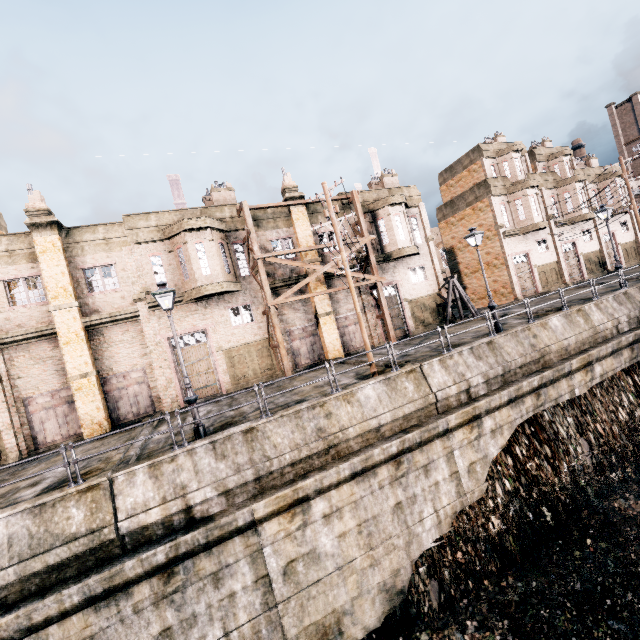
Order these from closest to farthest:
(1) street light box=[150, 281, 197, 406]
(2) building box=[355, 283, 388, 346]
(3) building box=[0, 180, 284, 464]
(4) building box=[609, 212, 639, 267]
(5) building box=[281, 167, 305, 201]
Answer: (1) street light box=[150, 281, 197, 406]
(3) building box=[0, 180, 284, 464]
(5) building box=[281, 167, 305, 201]
(2) building box=[355, 283, 388, 346]
(4) building box=[609, 212, 639, 267]

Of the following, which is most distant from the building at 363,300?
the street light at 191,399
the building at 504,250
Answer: the building at 504,250

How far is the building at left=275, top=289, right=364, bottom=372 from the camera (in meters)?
23.28

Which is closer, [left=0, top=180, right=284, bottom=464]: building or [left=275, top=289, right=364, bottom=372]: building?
[left=0, top=180, right=284, bottom=464]: building

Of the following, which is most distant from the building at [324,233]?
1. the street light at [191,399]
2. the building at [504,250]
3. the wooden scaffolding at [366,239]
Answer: the building at [504,250]

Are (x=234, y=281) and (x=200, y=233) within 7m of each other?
yes

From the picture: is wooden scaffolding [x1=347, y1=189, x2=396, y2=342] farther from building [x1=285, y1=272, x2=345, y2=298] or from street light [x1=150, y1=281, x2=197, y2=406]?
street light [x1=150, y1=281, x2=197, y2=406]
